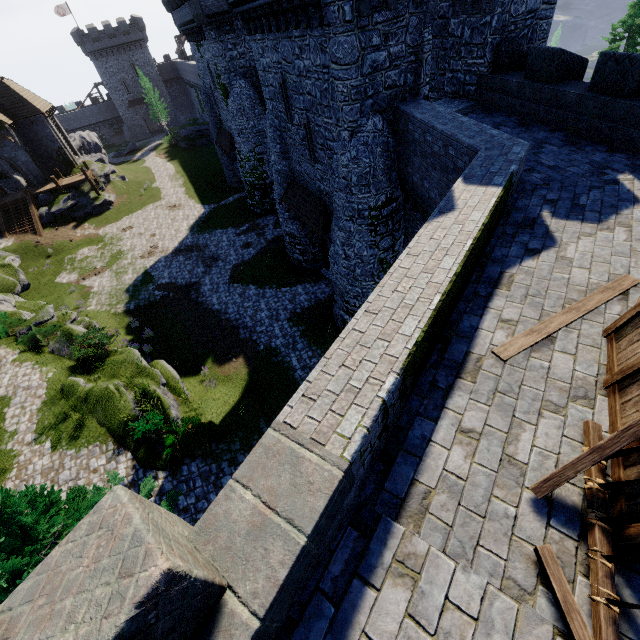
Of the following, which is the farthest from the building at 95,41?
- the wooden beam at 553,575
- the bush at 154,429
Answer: the wooden beam at 553,575

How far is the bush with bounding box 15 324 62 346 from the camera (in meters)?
18.72

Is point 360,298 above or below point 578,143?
below

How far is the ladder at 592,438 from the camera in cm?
368

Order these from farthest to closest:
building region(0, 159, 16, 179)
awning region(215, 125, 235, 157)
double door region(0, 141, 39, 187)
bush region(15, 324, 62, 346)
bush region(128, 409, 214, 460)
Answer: building region(0, 159, 16, 179) < double door region(0, 141, 39, 187) < awning region(215, 125, 235, 157) < bush region(15, 324, 62, 346) < bush region(128, 409, 214, 460)

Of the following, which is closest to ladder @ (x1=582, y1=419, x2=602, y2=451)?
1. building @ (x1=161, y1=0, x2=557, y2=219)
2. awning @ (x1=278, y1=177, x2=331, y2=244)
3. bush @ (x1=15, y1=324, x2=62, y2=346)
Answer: building @ (x1=161, y1=0, x2=557, y2=219)

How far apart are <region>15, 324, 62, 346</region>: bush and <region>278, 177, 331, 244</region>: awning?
15.4m

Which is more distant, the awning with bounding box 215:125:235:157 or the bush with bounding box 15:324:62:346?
the awning with bounding box 215:125:235:157
